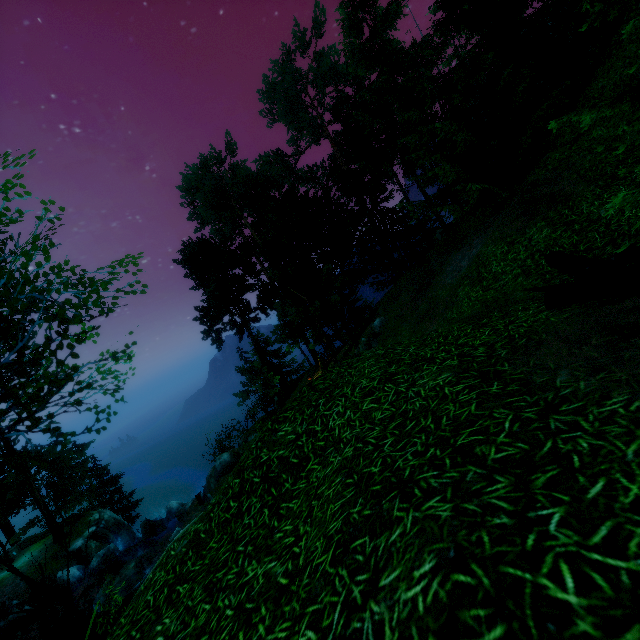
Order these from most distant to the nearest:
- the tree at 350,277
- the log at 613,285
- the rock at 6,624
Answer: the rock at 6,624 < the tree at 350,277 < the log at 613,285

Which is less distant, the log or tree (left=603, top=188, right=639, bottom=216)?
tree (left=603, top=188, right=639, bottom=216)

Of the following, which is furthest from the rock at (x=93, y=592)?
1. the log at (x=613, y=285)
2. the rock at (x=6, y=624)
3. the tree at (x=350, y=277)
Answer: the log at (x=613, y=285)

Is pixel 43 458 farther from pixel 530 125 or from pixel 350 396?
pixel 530 125

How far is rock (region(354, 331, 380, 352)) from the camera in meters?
19.4 m

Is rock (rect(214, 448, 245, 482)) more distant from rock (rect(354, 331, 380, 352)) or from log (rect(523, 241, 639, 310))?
log (rect(523, 241, 639, 310))

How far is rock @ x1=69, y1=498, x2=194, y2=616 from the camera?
16.61m

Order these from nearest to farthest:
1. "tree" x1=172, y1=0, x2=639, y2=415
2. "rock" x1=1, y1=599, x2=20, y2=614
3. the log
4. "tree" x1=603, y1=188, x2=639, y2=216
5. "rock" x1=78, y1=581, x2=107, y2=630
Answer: "tree" x1=603, y1=188, x2=639, y2=216 < the log < "tree" x1=172, y1=0, x2=639, y2=415 < "rock" x1=78, y1=581, x2=107, y2=630 < "rock" x1=1, y1=599, x2=20, y2=614
